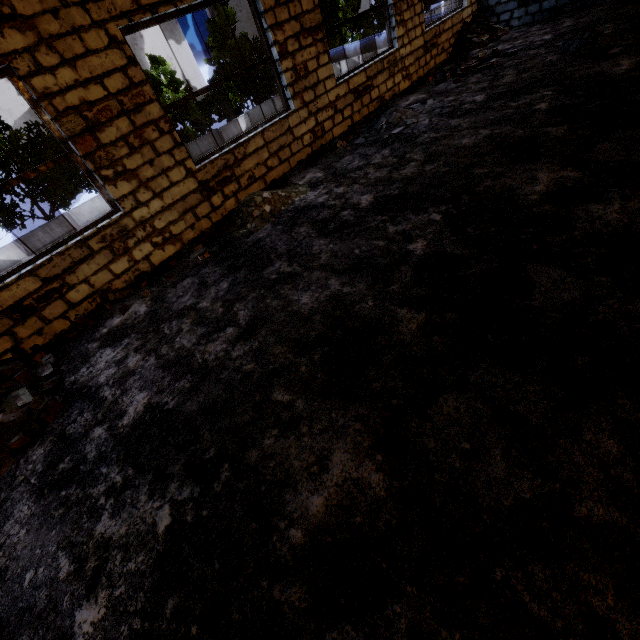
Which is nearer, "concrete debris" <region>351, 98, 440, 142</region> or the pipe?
"concrete debris" <region>351, 98, 440, 142</region>

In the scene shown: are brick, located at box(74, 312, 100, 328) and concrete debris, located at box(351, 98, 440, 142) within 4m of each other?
no

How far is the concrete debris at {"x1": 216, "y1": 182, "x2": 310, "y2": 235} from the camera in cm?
609

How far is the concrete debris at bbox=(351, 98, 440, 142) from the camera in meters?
7.2 m

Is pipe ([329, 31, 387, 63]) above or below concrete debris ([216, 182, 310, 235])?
above

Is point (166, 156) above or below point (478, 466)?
above

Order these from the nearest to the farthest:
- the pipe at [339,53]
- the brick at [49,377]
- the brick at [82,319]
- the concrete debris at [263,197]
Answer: the brick at [49,377] → the brick at [82,319] → the concrete debris at [263,197] → the pipe at [339,53]

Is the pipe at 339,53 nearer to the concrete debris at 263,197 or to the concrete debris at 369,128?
the concrete debris at 369,128
